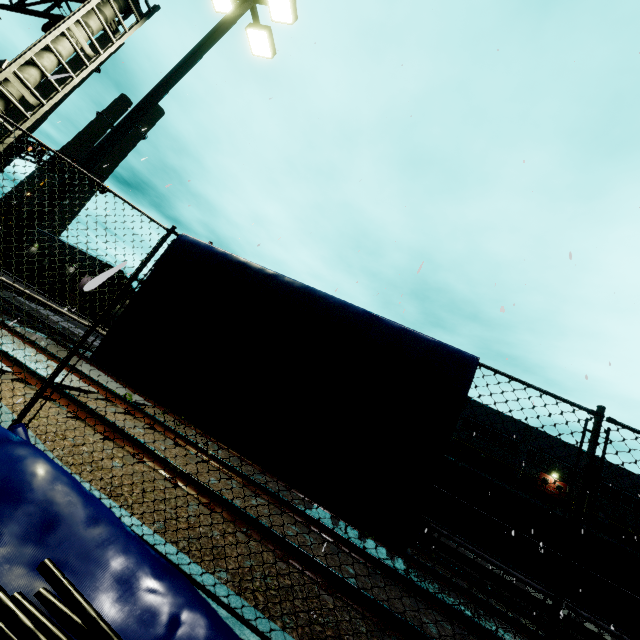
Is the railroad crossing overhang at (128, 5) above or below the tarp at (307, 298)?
above

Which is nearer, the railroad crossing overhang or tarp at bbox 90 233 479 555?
tarp at bbox 90 233 479 555

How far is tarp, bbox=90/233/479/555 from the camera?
2.88m

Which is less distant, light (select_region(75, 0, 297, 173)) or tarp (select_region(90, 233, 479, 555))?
tarp (select_region(90, 233, 479, 555))

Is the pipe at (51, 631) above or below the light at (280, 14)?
below

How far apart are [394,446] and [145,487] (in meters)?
3.45

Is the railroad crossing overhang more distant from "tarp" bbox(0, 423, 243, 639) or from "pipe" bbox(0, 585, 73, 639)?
"pipe" bbox(0, 585, 73, 639)

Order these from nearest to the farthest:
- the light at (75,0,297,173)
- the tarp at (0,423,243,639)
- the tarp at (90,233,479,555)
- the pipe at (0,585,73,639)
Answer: the pipe at (0,585,73,639)
the tarp at (0,423,243,639)
the tarp at (90,233,479,555)
the light at (75,0,297,173)
